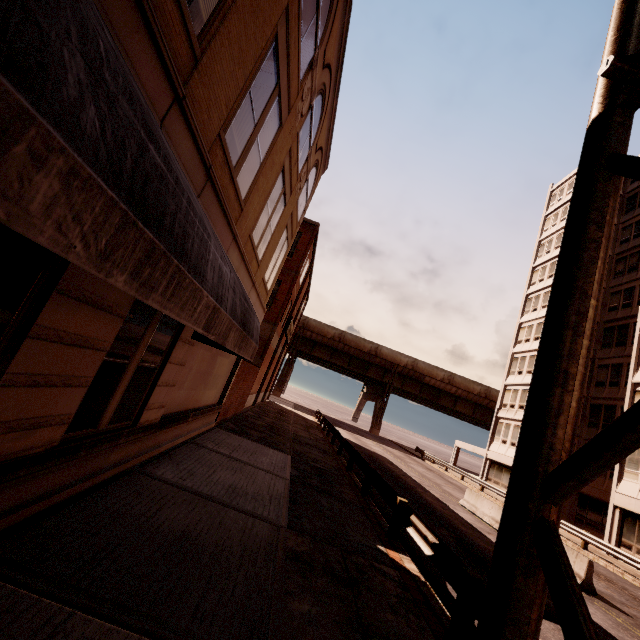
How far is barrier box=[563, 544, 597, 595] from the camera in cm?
1080

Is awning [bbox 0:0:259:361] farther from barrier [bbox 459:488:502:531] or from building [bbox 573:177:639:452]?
building [bbox 573:177:639:452]

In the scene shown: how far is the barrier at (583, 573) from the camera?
10.80m

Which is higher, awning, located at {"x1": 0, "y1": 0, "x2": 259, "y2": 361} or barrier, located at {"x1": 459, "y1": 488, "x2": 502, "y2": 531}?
awning, located at {"x1": 0, "y1": 0, "x2": 259, "y2": 361}

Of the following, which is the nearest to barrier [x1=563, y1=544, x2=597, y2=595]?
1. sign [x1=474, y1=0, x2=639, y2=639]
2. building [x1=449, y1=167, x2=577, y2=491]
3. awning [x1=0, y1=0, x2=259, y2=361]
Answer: building [x1=449, y1=167, x2=577, y2=491]

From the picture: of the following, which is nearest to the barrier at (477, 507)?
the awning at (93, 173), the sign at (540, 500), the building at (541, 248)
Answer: the building at (541, 248)

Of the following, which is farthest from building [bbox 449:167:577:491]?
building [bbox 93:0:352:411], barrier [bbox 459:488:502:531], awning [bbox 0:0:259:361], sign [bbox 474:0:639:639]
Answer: building [bbox 93:0:352:411]

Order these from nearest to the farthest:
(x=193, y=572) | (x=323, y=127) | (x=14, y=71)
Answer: (x=14, y=71) → (x=193, y=572) → (x=323, y=127)
